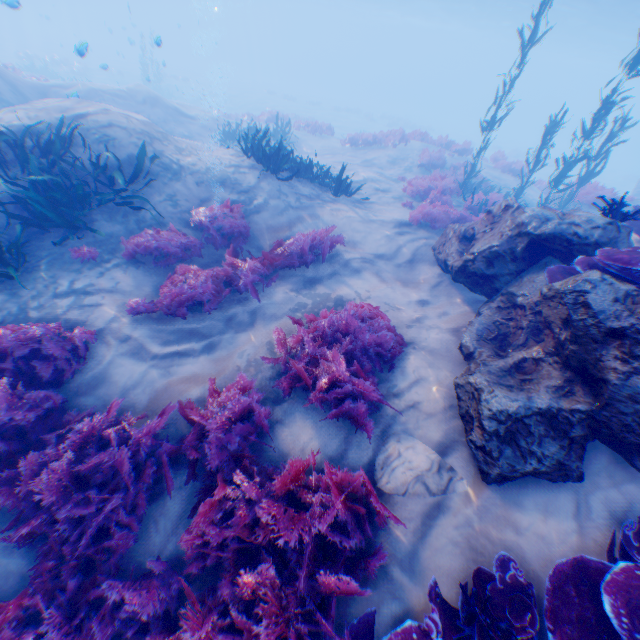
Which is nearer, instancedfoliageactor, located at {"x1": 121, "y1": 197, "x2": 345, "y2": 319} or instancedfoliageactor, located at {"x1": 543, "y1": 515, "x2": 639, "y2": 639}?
instancedfoliageactor, located at {"x1": 543, "y1": 515, "x2": 639, "y2": 639}

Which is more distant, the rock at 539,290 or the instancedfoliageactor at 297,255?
the instancedfoliageactor at 297,255

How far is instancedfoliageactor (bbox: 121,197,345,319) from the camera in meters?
5.5 m

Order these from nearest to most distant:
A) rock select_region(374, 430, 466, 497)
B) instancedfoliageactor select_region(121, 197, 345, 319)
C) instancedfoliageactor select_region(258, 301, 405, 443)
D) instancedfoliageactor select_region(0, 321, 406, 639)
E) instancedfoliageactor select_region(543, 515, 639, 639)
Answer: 1. instancedfoliageactor select_region(543, 515, 639, 639)
2. instancedfoliageactor select_region(0, 321, 406, 639)
3. rock select_region(374, 430, 466, 497)
4. instancedfoliageactor select_region(258, 301, 405, 443)
5. instancedfoliageactor select_region(121, 197, 345, 319)

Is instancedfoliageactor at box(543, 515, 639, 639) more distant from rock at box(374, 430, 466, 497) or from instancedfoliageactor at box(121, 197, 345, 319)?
instancedfoliageactor at box(121, 197, 345, 319)

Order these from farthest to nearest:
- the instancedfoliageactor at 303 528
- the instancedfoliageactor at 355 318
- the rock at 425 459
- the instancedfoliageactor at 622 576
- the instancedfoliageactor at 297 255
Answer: the instancedfoliageactor at 297 255, the instancedfoliageactor at 355 318, the rock at 425 459, the instancedfoliageactor at 303 528, the instancedfoliageactor at 622 576

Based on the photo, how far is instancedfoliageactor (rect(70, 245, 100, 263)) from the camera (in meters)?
5.71

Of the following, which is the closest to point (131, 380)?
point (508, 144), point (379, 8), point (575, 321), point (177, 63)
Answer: point (575, 321)
